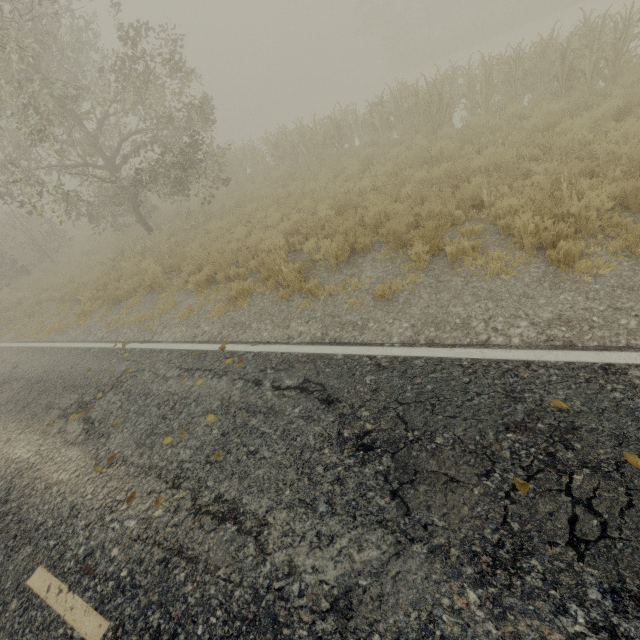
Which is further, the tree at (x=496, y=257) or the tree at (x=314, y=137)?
the tree at (x=314, y=137)

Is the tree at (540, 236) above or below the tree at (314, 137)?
below

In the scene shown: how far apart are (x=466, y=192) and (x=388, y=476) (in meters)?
6.10

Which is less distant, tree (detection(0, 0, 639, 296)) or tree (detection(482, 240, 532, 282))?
tree (detection(482, 240, 532, 282))

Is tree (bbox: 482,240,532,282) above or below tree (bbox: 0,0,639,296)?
below

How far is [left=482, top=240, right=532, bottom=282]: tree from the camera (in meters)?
4.88
